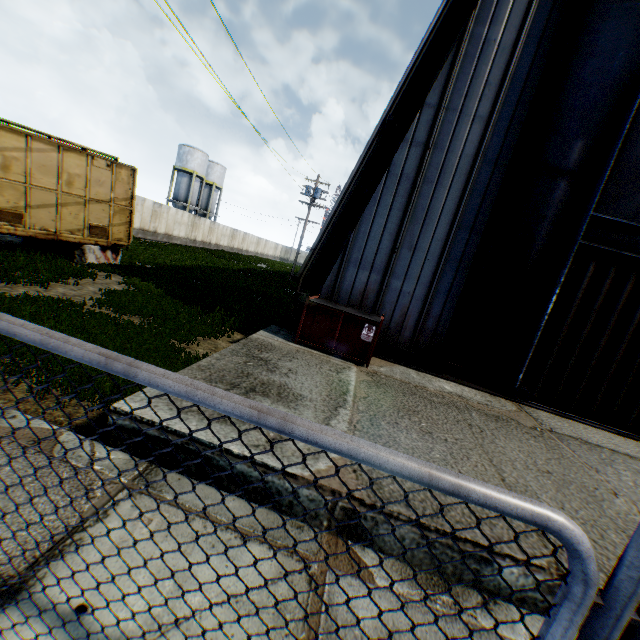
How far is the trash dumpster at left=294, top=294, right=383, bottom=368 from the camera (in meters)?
7.64

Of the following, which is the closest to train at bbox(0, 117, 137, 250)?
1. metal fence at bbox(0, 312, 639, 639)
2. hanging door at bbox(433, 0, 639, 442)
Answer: metal fence at bbox(0, 312, 639, 639)

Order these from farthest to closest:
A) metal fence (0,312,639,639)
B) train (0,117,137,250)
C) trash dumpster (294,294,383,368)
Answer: train (0,117,137,250), trash dumpster (294,294,383,368), metal fence (0,312,639,639)

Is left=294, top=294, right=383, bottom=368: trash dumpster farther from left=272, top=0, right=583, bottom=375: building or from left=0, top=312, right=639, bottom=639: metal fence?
left=0, top=312, right=639, bottom=639: metal fence

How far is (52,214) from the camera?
11.6m

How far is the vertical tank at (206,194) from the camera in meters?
44.4 m

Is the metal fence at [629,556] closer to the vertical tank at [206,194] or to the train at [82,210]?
the train at [82,210]

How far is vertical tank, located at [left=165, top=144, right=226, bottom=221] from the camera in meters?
44.4
